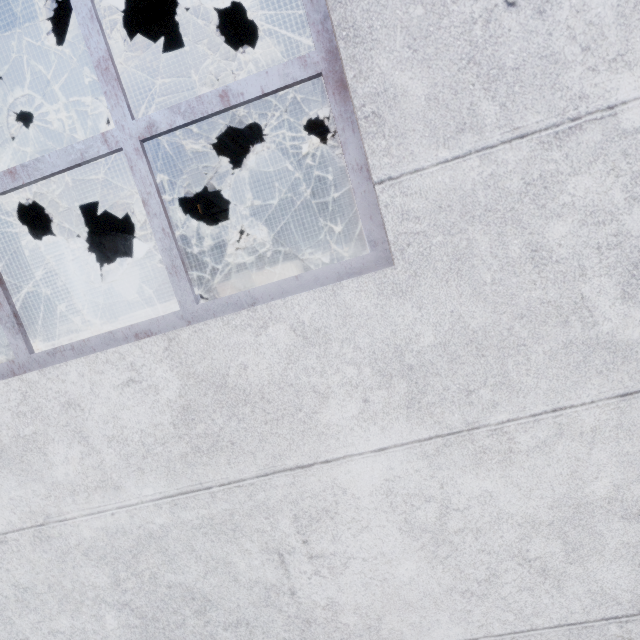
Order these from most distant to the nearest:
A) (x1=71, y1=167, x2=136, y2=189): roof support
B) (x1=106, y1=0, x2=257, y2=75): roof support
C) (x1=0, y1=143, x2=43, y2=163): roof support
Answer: (x1=71, y1=167, x2=136, y2=189): roof support → (x1=0, y1=143, x2=43, y2=163): roof support → (x1=106, y1=0, x2=257, y2=75): roof support

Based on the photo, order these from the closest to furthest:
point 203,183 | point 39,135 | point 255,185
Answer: point 39,135
point 203,183
point 255,185

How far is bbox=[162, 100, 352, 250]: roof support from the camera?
6.48m

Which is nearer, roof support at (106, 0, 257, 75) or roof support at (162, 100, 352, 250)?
roof support at (106, 0, 257, 75)

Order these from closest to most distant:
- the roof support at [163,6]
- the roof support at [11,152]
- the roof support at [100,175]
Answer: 1. the roof support at [163,6]
2. the roof support at [11,152]
3. the roof support at [100,175]

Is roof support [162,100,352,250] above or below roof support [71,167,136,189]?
below

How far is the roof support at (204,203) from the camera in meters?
6.5
